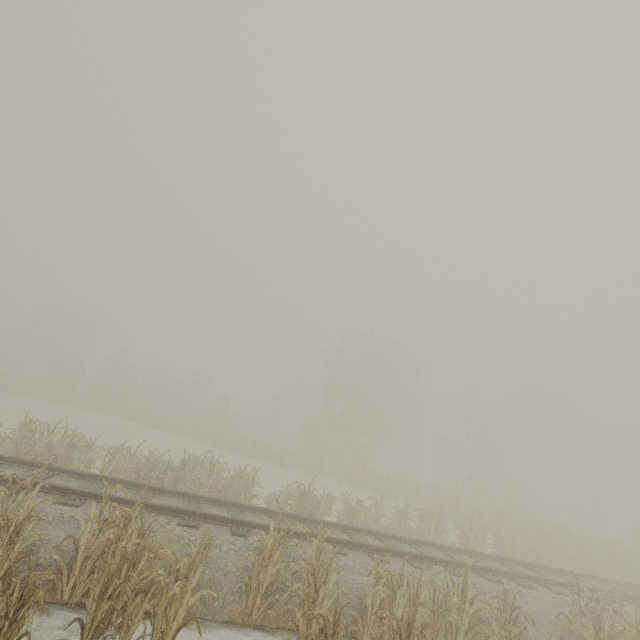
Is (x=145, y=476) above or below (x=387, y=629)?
below
